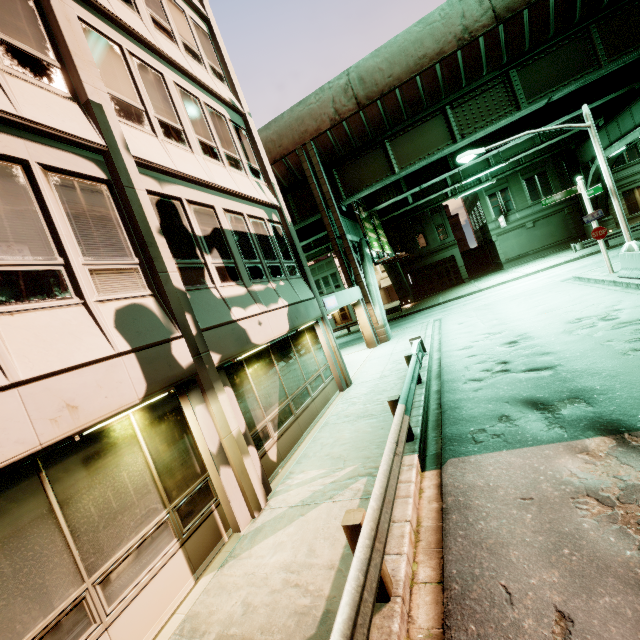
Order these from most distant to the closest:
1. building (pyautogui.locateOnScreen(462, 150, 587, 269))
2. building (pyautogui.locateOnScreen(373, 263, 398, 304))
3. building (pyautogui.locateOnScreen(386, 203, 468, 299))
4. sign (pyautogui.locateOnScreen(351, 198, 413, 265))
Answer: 1. building (pyautogui.locateOnScreen(373, 263, 398, 304))
2. building (pyautogui.locateOnScreen(386, 203, 468, 299))
3. building (pyautogui.locateOnScreen(462, 150, 587, 269))
4. sign (pyautogui.locateOnScreen(351, 198, 413, 265))

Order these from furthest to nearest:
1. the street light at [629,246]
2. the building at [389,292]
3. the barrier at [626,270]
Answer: the building at [389,292]
the street light at [629,246]
the barrier at [626,270]

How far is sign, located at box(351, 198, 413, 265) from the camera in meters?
21.9

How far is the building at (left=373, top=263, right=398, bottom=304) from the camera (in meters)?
50.78

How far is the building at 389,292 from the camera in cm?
5078

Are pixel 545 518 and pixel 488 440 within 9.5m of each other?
yes

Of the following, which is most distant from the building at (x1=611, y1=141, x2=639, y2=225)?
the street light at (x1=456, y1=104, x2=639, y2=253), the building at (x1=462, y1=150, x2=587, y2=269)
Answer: the street light at (x1=456, y1=104, x2=639, y2=253)
